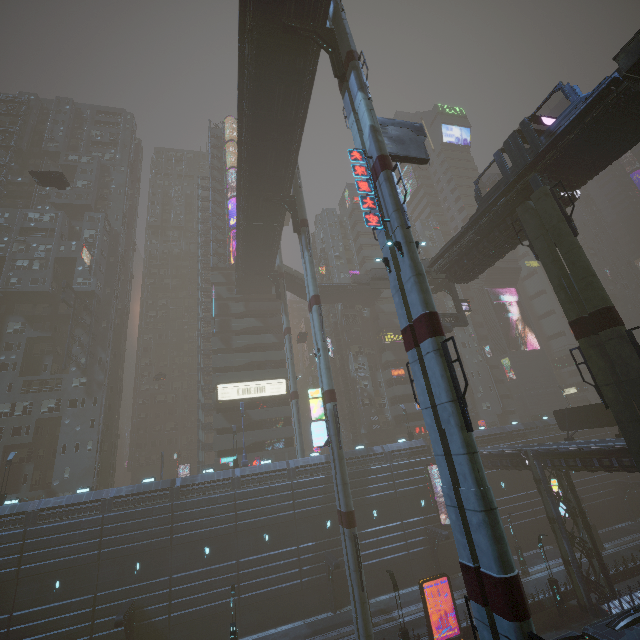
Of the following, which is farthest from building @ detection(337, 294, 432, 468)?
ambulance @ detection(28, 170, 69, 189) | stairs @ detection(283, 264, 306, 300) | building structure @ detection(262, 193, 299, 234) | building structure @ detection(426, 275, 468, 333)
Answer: building structure @ detection(262, 193, 299, 234)

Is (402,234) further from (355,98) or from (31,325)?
(31,325)

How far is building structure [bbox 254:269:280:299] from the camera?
48.06m

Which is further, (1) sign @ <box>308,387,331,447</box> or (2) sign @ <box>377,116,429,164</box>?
(1) sign @ <box>308,387,331,447</box>

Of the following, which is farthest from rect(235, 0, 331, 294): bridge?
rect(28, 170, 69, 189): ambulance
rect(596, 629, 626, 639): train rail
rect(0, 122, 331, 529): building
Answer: rect(596, 629, 626, 639): train rail

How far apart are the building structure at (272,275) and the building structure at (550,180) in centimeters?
3349cm

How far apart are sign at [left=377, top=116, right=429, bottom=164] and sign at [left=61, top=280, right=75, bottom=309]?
46.77m

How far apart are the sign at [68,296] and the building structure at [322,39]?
43.51m
